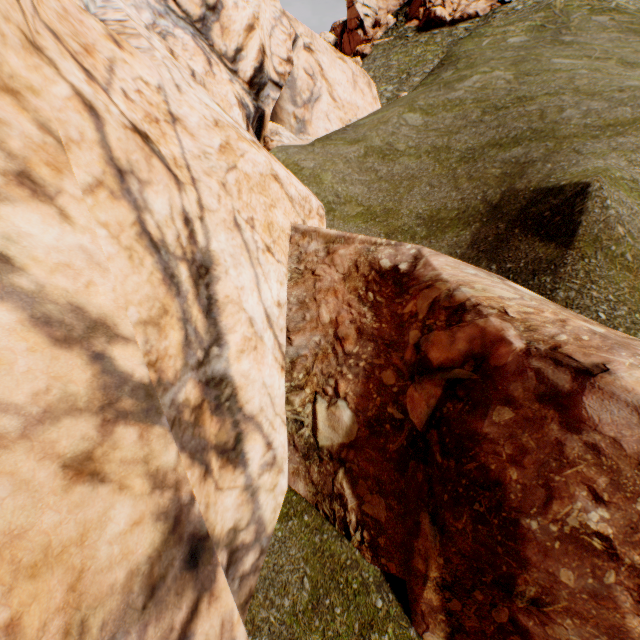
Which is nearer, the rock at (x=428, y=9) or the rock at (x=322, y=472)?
the rock at (x=322, y=472)

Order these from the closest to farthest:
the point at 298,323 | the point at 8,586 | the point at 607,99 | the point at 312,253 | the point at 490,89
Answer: the point at 8,586
the point at 298,323
the point at 312,253
the point at 607,99
the point at 490,89

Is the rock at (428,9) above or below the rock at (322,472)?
above

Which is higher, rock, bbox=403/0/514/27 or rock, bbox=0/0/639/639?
rock, bbox=403/0/514/27

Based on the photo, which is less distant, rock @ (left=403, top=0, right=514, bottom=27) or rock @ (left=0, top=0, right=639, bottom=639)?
rock @ (left=0, top=0, right=639, bottom=639)
